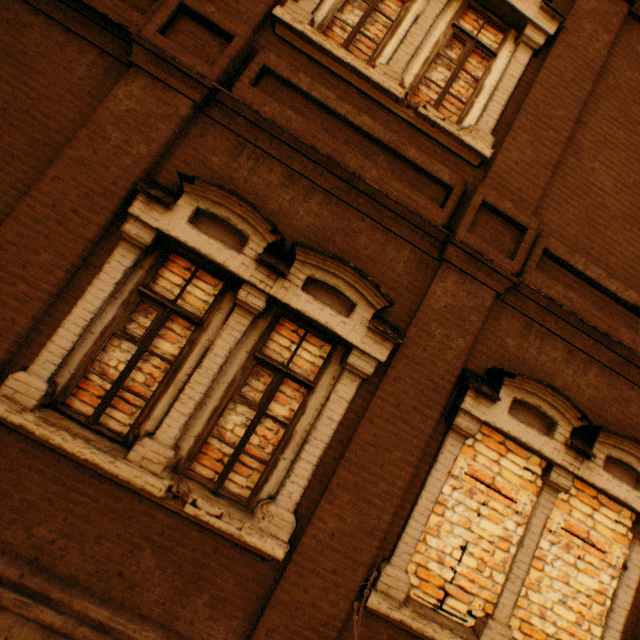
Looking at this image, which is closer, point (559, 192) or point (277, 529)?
point (277, 529)
